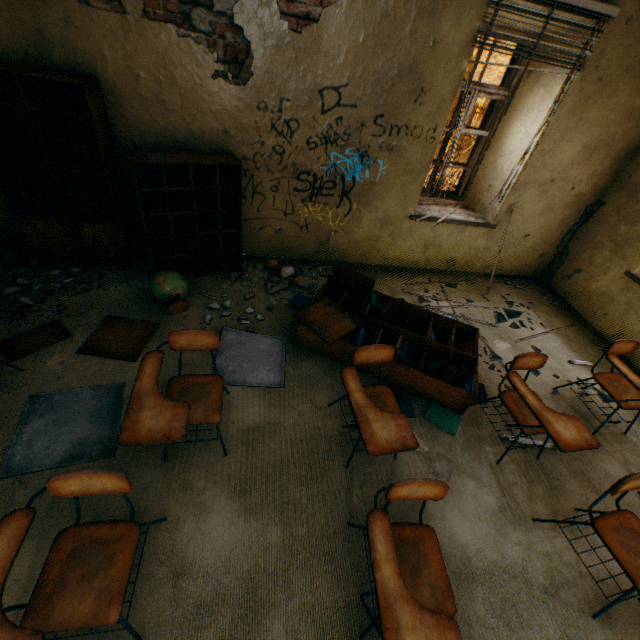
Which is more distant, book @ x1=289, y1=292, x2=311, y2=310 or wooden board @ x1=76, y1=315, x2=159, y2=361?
book @ x1=289, y1=292, x2=311, y2=310

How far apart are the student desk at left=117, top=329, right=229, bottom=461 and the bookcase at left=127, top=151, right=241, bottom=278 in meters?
1.7 m

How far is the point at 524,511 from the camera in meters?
2.4 m

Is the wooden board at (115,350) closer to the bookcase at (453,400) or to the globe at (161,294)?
the globe at (161,294)

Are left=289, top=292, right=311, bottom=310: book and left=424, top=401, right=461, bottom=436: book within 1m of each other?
no

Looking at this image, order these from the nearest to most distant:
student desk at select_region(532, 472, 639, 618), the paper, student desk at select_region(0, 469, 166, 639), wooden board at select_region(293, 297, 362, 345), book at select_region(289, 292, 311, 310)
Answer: student desk at select_region(0, 469, 166, 639) < student desk at select_region(532, 472, 639, 618) < the paper < wooden board at select_region(293, 297, 362, 345) < book at select_region(289, 292, 311, 310)

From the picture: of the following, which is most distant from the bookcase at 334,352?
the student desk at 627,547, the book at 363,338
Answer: the student desk at 627,547

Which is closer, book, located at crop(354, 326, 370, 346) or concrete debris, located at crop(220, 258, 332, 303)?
book, located at crop(354, 326, 370, 346)
